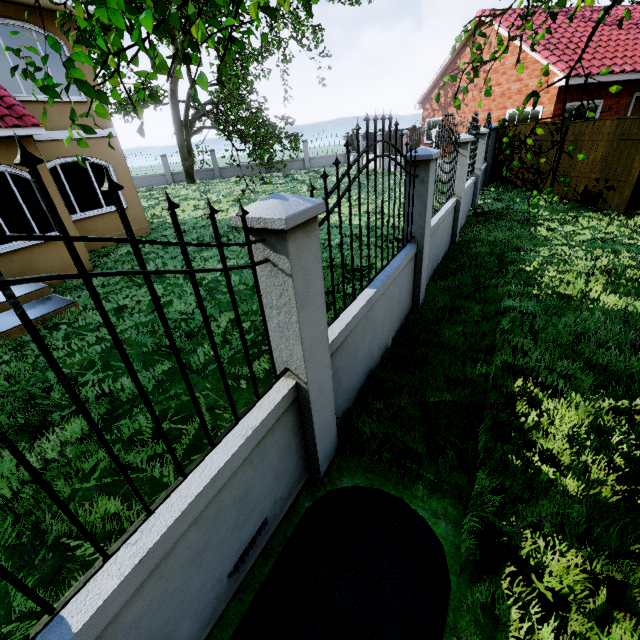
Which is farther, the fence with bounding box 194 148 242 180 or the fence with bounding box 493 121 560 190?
the fence with bounding box 194 148 242 180

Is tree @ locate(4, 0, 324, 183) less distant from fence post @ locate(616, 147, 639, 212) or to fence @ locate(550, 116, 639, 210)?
fence @ locate(550, 116, 639, 210)

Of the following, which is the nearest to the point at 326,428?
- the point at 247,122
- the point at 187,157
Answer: the point at 247,122

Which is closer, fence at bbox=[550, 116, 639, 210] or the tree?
the tree

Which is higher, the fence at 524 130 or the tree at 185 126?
the tree at 185 126

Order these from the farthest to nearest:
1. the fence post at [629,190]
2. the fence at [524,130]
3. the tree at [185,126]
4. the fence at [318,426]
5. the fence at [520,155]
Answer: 1. the fence at [524,130]
2. the fence at [520,155]
3. the fence post at [629,190]
4. the tree at [185,126]
5. the fence at [318,426]
